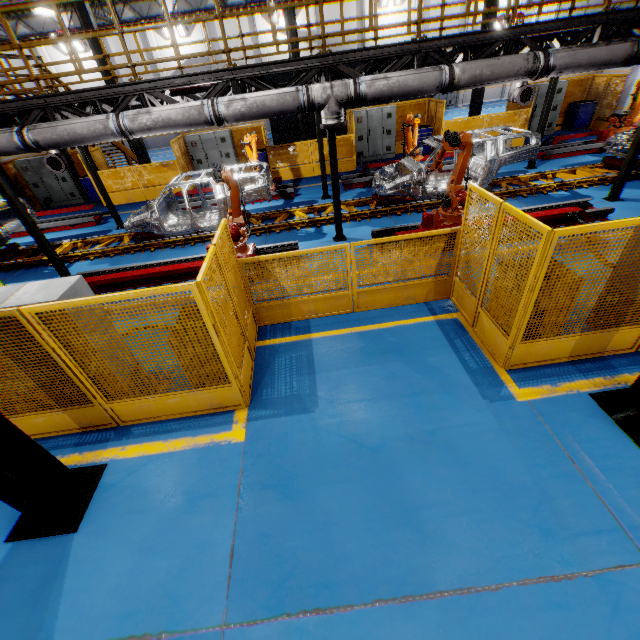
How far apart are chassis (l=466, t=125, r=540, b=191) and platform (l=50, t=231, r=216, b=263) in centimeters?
1cm

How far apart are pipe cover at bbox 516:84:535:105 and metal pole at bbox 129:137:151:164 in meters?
15.3 m

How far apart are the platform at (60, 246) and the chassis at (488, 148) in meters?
0.0

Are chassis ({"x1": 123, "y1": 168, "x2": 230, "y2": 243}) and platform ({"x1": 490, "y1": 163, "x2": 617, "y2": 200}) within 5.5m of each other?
yes

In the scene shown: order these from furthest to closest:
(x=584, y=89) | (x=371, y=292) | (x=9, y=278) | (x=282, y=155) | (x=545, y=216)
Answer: (x=584, y=89) < (x=282, y=155) < (x=9, y=278) < (x=545, y=216) < (x=371, y=292)

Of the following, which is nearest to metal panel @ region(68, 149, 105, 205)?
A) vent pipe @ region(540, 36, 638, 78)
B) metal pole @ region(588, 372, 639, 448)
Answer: metal pole @ region(588, 372, 639, 448)

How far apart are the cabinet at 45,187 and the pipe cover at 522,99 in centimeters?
1928cm

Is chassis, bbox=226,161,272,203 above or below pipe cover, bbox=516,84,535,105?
below
